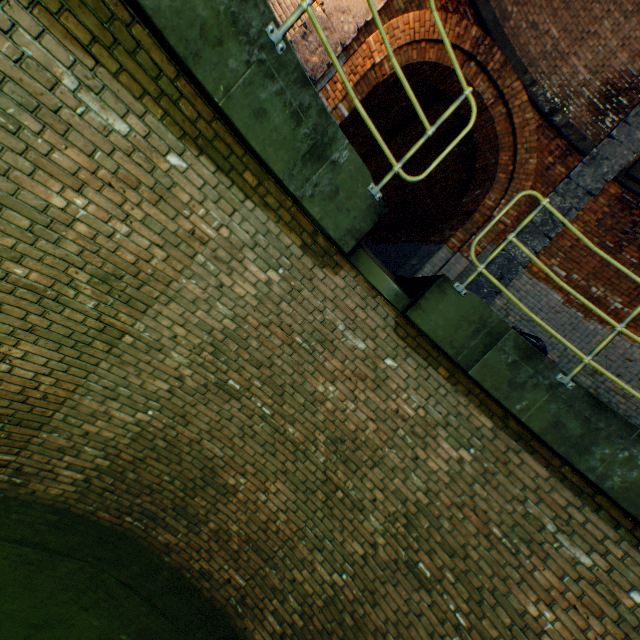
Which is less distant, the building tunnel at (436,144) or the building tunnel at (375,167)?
the building tunnel at (436,144)

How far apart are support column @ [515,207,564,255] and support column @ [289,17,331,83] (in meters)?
4.70

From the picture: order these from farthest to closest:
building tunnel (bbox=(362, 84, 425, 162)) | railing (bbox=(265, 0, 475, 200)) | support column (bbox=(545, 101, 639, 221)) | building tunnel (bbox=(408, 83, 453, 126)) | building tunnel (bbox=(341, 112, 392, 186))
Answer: building tunnel (bbox=(341, 112, 392, 186)), building tunnel (bbox=(362, 84, 425, 162)), building tunnel (bbox=(408, 83, 453, 126)), support column (bbox=(545, 101, 639, 221)), railing (bbox=(265, 0, 475, 200))

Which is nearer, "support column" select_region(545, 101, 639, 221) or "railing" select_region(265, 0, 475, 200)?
"railing" select_region(265, 0, 475, 200)

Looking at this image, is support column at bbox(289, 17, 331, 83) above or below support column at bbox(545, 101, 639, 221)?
below

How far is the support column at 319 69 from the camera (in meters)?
5.08

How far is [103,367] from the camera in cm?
327

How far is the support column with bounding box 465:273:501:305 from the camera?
6.67m
